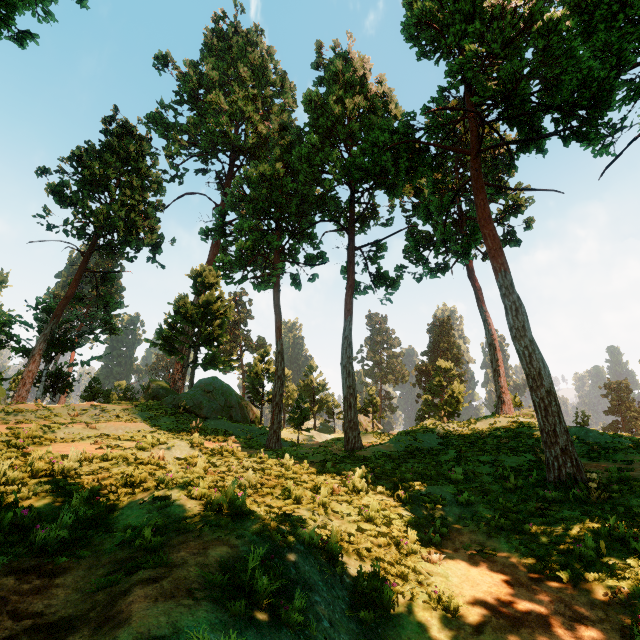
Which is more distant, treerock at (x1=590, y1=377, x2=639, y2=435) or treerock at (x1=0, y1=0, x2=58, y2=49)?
treerock at (x1=590, y1=377, x2=639, y2=435)

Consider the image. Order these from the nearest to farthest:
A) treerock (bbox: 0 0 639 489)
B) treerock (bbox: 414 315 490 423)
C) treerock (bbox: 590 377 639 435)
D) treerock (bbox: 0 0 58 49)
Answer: treerock (bbox: 0 0 639 489), treerock (bbox: 0 0 58 49), treerock (bbox: 414 315 490 423), treerock (bbox: 590 377 639 435)

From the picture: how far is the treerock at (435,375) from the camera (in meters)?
38.44

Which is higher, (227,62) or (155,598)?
(227,62)

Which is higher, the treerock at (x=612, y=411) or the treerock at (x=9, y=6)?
the treerock at (x=9, y=6)

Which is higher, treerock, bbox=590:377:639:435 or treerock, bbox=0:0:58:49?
treerock, bbox=0:0:58:49

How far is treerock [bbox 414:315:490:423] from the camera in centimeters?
3844cm
